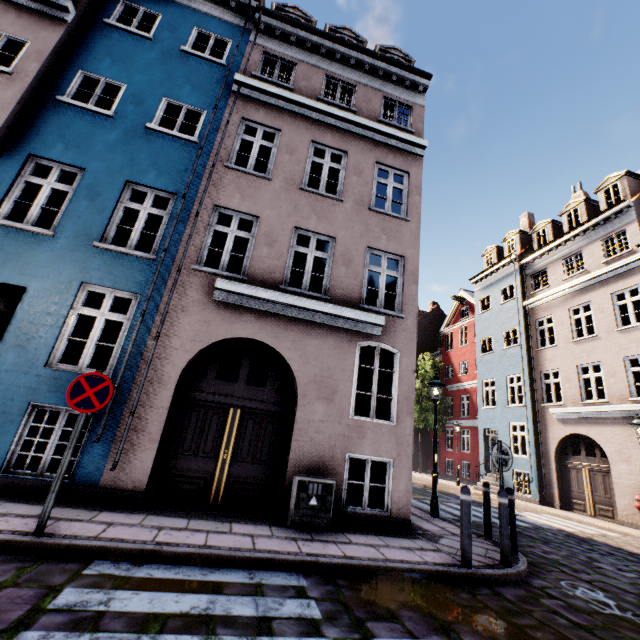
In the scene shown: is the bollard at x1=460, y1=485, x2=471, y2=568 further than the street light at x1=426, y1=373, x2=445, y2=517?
No

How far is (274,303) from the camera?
7.3 meters

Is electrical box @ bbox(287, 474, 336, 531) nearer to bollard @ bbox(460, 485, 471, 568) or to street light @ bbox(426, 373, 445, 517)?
bollard @ bbox(460, 485, 471, 568)

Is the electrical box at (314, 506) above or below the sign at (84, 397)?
below

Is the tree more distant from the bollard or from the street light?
the street light

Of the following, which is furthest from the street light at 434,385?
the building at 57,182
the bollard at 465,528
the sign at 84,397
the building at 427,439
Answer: the building at 427,439

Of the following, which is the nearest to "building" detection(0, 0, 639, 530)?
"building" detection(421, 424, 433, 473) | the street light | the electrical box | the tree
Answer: the electrical box

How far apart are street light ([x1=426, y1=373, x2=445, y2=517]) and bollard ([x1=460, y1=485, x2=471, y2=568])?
3.89m
